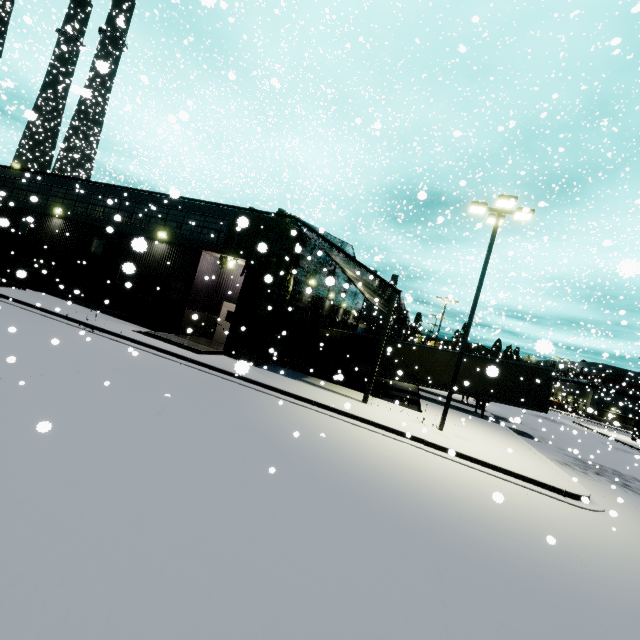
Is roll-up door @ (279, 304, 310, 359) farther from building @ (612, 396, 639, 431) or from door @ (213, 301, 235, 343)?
door @ (213, 301, 235, 343)

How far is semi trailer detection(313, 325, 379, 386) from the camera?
22.9m

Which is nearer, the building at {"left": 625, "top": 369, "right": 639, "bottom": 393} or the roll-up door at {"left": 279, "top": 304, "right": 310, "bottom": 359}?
the roll-up door at {"left": 279, "top": 304, "right": 310, "bottom": 359}

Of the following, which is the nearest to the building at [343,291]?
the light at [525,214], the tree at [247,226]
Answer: the tree at [247,226]

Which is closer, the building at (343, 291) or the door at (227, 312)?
the building at (343, 291)

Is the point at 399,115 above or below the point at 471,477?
above

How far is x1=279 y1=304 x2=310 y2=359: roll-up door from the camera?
20.09m
